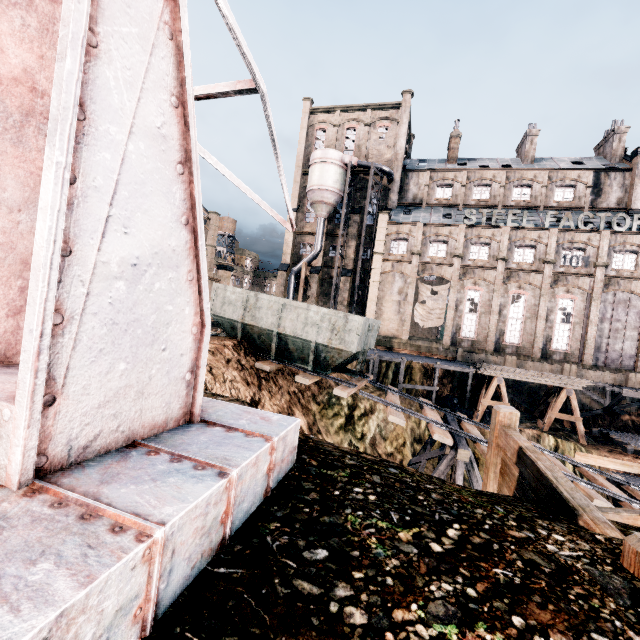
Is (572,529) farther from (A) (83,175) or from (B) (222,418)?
(A) (83,175)

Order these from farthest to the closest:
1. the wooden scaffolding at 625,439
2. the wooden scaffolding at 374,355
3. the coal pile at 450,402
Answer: the wooden scaffolding at 374,355, the coal pile at 450,402, the wooden scaffolding at 625,439

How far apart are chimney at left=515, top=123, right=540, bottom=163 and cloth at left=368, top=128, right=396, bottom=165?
16.16m

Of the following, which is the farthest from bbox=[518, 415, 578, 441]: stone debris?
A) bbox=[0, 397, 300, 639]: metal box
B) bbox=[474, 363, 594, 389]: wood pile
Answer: bbox=[0, 397, 300, 639]: metal box

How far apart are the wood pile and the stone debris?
3.5 meters

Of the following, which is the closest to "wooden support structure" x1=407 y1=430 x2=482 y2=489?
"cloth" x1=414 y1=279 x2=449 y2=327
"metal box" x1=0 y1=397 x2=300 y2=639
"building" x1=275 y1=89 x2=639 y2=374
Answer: "metal box" x1=0 y1=397 x2=300 y2=639

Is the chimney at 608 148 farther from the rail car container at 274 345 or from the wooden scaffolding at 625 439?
the rail car container at 274 345

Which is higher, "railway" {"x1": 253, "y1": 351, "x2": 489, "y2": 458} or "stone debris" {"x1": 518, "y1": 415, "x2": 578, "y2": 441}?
"railway" {"x1": 253, "y1": 351, "x2": 489, "y2": 458}
